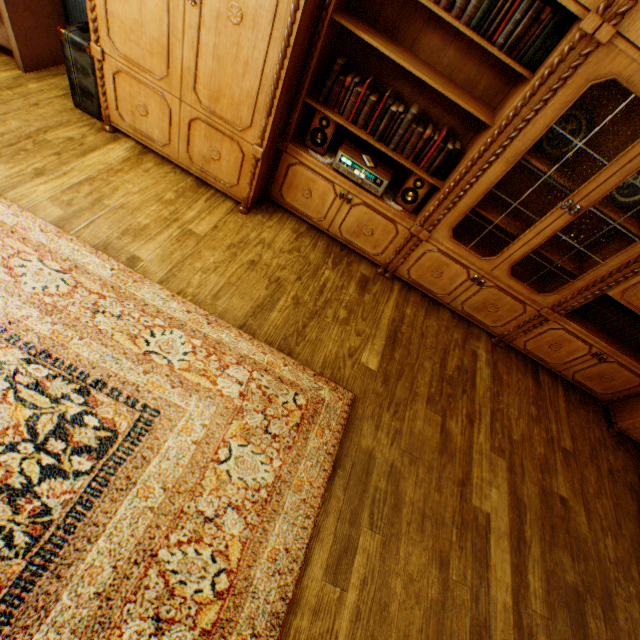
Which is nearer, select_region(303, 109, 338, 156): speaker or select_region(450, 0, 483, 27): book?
select_region(450, 0, 483, 27): book

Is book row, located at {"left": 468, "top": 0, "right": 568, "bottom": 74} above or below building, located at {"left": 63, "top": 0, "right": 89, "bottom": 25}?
above

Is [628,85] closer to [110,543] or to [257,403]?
[257,403]

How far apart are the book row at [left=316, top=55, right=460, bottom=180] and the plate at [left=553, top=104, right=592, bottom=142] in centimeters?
58cm

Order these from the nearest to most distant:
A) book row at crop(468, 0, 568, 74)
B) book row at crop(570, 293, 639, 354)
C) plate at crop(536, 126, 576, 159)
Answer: book row at crop(468, 0, 568, 74), plate at crop(536, 126, 576, 159), book row at crop(570, 293, 639, 354)

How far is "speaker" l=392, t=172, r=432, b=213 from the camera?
2.5 meters

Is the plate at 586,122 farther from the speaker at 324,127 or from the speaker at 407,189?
the speaker at 324,127

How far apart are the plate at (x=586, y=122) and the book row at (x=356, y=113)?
0.58m
